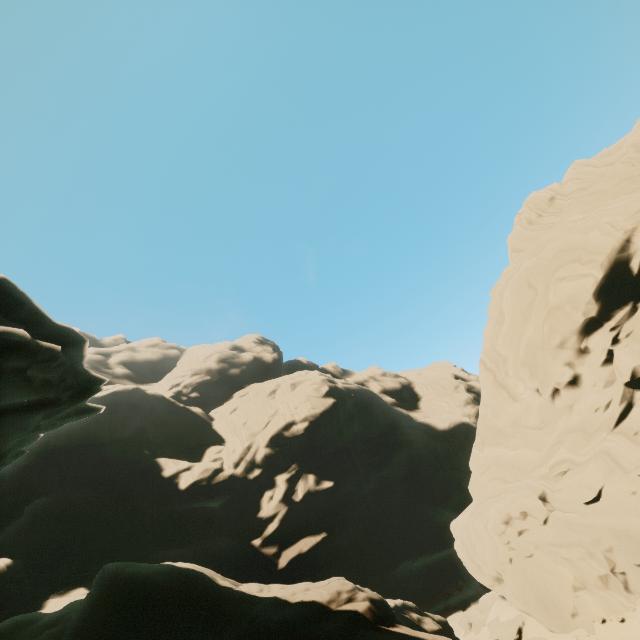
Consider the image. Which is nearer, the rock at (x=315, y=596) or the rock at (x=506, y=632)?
the rock at (x=315, y=596)

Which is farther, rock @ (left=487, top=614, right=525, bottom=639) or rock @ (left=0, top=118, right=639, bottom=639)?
rock @ (left=487, top=614, right=525, bottom=639)

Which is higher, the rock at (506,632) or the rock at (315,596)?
the rock at (315,596)

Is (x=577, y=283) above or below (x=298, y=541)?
above

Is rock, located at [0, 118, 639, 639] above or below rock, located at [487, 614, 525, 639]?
above
